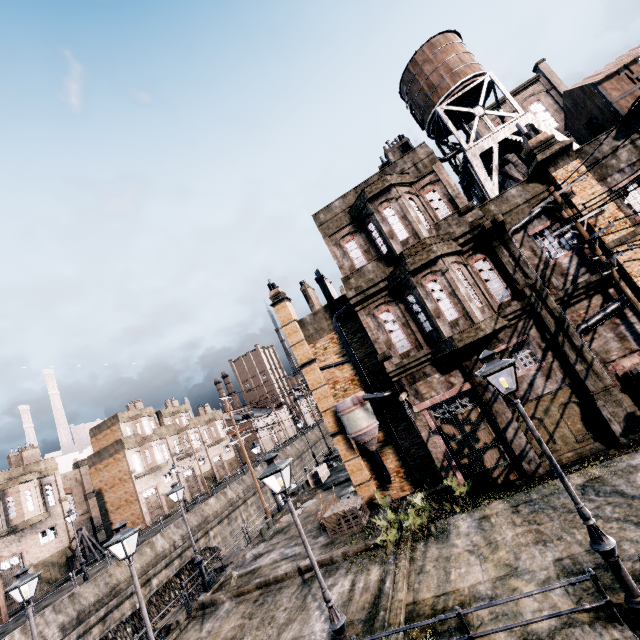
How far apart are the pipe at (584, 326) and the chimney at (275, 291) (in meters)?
14.98

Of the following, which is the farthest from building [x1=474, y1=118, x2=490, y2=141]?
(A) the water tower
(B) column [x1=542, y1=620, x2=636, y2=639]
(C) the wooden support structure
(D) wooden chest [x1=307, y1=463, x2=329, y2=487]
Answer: (C) the wooden support structure

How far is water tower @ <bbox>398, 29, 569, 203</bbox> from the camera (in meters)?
17.12

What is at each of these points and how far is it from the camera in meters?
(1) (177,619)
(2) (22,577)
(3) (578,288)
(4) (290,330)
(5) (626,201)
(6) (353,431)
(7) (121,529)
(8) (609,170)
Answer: (1) column, 15.7
(2) street light, 11.7
(3) building, 13.9
(4) column, 21.1
(5) building, 14.0
(6) silo, 17.9
(7) street light, 10.2
(8) building, 14.1

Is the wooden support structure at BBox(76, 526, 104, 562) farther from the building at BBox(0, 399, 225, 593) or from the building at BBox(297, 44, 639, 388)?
the building at BBox(297, 44, 639, 388)

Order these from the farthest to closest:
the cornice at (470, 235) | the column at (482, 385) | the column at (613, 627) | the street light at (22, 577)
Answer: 1. the cornice at (470, 235)
2. the column at (482, 385)
3. the street light at (22, 577)
4. the column at (613, 627)

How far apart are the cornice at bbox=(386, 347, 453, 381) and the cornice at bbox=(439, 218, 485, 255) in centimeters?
461cm

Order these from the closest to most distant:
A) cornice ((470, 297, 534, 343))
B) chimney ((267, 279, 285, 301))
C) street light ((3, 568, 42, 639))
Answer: street light ((3, 568, 42, 639)) → cornice ((470, 297, 534, 343)) → chimney ((267, 279, 285, 301))
